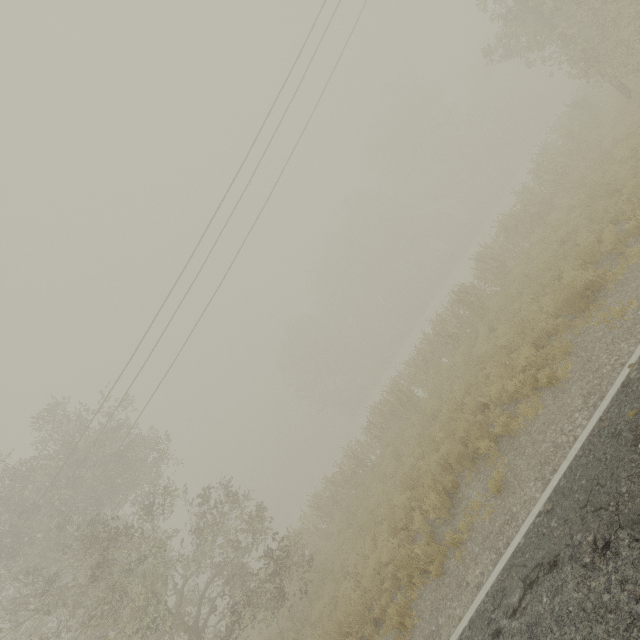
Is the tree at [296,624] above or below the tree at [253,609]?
below

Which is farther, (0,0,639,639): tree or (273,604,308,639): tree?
(273,604,308,639): tree

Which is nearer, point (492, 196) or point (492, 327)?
point (492, 327)

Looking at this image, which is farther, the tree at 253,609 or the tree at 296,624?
the tree at 296,624

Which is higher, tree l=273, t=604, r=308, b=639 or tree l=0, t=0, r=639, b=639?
tree l=0, t=0, r=639, b=639
